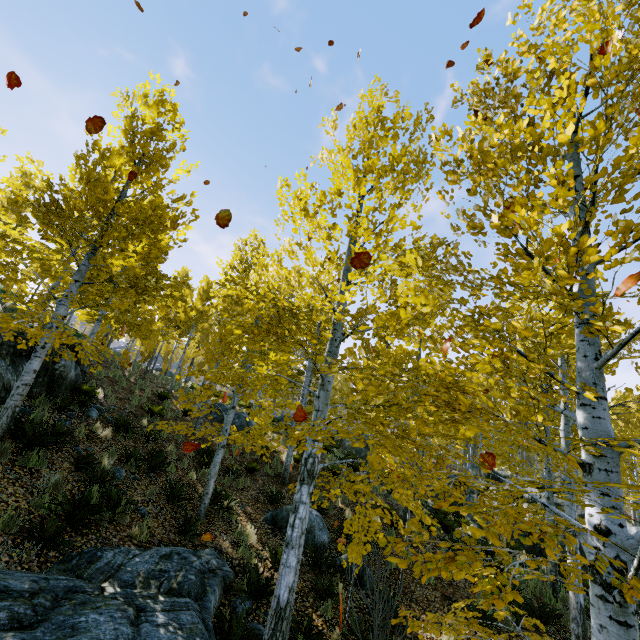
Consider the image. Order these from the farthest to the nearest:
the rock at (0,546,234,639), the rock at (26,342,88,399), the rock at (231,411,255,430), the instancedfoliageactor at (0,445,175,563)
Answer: the rock at (231,411,255,430) → the rock at (26,342,88,399) → the instancedfoliageactor at (0,445,175,563) → the rock at (0,546,234,639)

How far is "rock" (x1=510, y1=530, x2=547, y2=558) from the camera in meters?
12.2 m

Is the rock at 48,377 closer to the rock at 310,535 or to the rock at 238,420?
the rock at 238,420

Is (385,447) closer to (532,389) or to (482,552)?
(482,552)

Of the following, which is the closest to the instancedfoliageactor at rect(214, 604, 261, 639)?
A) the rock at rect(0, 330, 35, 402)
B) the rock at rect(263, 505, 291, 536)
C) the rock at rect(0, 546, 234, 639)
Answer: the rock at rect(0, 546, 234, 639)

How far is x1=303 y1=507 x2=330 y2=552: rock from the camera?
9.0m

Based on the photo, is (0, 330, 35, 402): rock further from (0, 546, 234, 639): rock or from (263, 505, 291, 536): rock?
(263, 505, 291, 536): rock

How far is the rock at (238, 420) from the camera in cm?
1702
